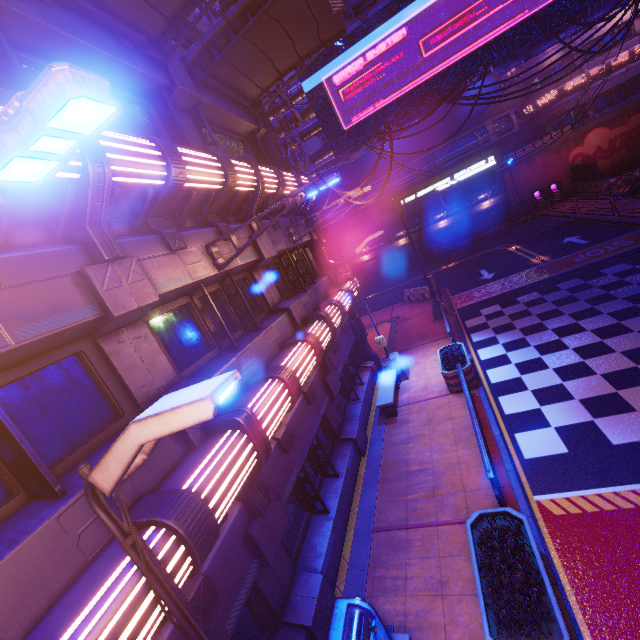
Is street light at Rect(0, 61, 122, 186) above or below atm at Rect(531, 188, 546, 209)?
above

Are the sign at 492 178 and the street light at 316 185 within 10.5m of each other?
no

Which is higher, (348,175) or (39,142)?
(348,175)

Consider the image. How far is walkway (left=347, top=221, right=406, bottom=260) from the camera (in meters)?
40.03

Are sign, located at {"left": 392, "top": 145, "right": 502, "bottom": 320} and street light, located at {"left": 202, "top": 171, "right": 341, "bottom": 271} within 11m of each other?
no

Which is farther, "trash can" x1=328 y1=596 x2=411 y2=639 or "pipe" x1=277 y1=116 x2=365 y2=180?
"pipe" x1=277 y1=116 x2=365 y2=180

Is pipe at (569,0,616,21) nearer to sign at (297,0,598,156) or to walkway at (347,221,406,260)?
sign at (297,0,598,156)

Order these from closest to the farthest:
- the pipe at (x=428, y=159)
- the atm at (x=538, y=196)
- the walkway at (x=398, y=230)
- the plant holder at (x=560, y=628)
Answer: the plant holder at (x=560, y=628) < the pipe at (x=428, y=159) < the atm at (x=538, y=196) < the walkway at (x=398, y=230)
